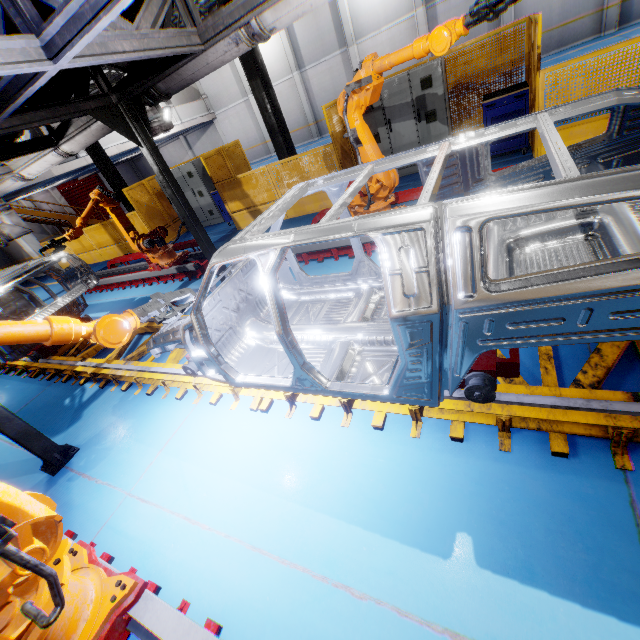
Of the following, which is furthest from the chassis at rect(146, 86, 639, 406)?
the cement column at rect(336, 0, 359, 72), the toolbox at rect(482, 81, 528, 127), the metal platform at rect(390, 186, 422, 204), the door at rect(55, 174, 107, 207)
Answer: the cement column at rect(336, 0, 359, 72)

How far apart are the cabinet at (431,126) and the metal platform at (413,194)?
3.1 meters

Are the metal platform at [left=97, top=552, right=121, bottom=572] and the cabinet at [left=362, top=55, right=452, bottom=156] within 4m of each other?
no

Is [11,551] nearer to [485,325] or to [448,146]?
[485,325]

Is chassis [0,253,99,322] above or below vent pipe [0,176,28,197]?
below

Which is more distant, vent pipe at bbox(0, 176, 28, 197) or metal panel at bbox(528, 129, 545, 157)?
vent pipe at bbox(0, 176, 28, 197)

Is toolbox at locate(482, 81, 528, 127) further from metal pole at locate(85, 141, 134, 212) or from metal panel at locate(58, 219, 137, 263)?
metal pole at locate(85, 141, 134, 212)

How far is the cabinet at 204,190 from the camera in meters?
11.1
